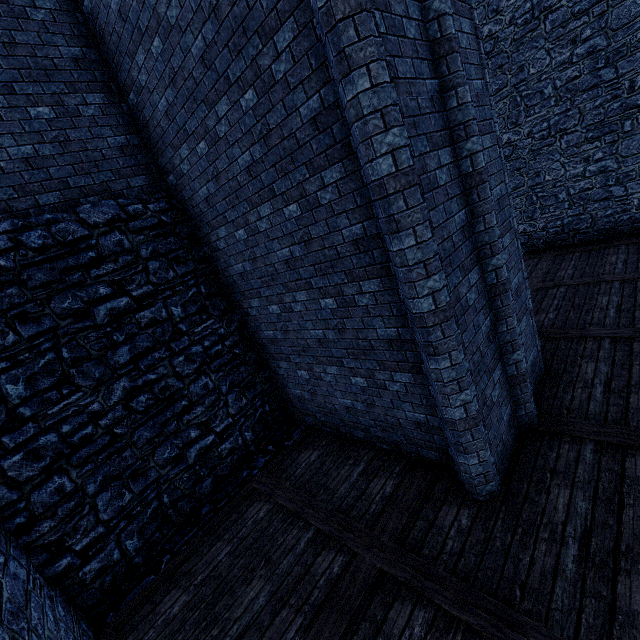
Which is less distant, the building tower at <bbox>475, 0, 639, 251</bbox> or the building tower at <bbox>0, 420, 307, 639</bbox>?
the building tower at <bbox>0, 420, 307, 639</bbox>

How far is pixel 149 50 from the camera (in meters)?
5.07

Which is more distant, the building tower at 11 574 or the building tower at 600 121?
the building tower at 600 121
